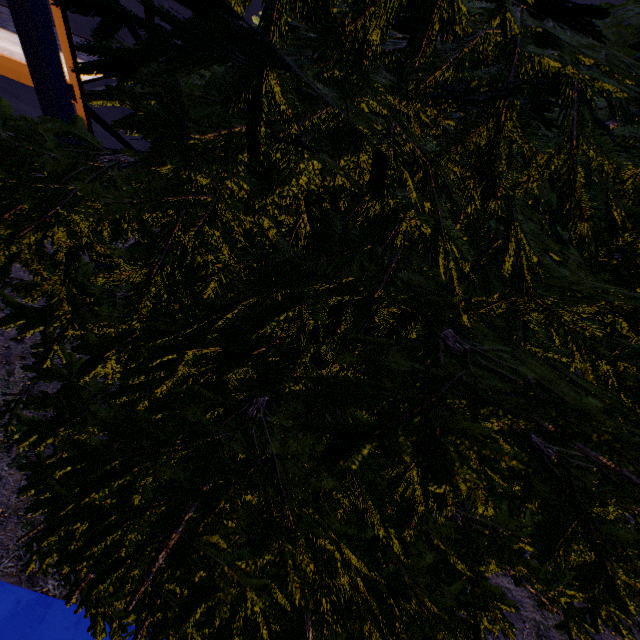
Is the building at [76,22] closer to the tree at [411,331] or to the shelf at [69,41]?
the shelf at [69,41]

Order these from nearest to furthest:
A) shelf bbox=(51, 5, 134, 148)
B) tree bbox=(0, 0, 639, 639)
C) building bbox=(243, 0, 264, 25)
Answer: tree bbox=(0, 0, 639, 639) → shelf bbox=(51, 5, 134, 148) → building bbox=(243, 0, 264, 25)

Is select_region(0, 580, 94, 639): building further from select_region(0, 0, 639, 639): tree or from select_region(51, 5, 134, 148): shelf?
select_region(0, 0, 639, 639): tree

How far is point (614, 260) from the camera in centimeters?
214cm

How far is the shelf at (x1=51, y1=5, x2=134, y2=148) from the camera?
3.9 meters

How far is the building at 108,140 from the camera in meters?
6.7

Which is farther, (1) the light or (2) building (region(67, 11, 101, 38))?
(2) building (region(67, 11, 101, 38))

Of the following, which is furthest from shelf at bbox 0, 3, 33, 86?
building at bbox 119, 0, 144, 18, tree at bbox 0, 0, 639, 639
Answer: tree at bbox 0, 0, 639, 639
